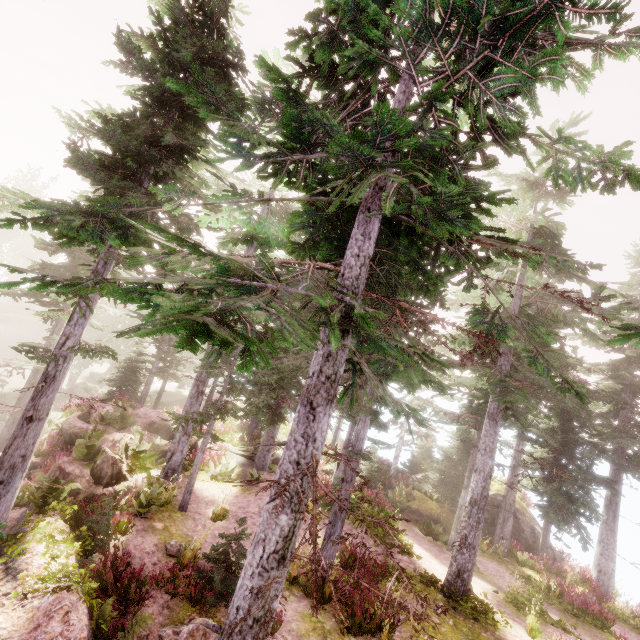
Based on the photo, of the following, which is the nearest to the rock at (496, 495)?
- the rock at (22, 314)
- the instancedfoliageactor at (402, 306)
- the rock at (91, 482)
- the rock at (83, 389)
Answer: the instancedfoliageactor at (402, 306)

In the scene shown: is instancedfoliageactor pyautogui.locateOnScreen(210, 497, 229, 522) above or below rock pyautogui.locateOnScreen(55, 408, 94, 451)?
below

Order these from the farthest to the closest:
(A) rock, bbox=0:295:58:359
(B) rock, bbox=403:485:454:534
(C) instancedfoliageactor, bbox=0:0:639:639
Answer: (A) rock, bbox=0:295:58:359 < (B) rock, bbox=403:485:454:534 < (C) instancedfoliageactor, bbox=0:0:639:639

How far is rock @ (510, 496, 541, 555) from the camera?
21.0m

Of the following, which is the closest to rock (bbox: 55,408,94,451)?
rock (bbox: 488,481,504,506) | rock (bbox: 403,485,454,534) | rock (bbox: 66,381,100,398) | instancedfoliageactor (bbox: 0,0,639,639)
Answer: instancedfoliageactor (bbox: 0,0,639,639)

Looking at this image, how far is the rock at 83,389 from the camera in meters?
32.1 m

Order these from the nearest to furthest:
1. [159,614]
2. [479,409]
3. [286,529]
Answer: [286,529], [159,614], [479,409]
